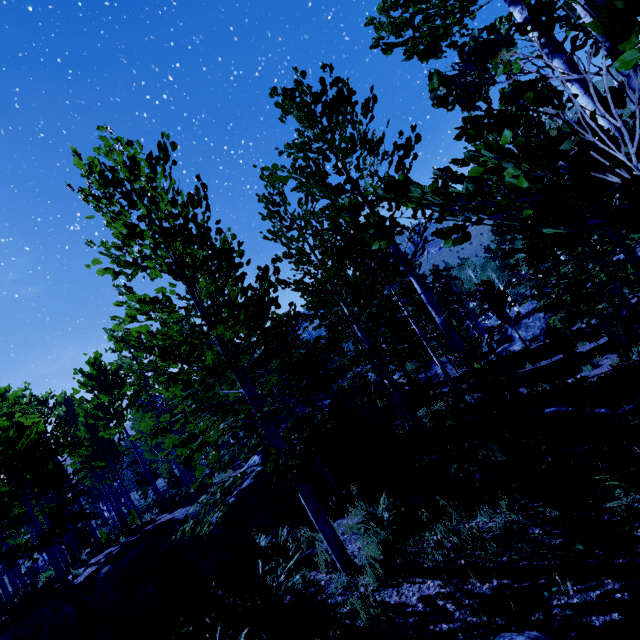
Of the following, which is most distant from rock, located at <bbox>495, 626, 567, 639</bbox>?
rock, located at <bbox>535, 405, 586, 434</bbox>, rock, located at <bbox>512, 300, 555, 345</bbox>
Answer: rock, located at <bbox>512, 300, 555, 345</bbox>

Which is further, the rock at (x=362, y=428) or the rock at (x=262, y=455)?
the rock at (x=362, y=428)

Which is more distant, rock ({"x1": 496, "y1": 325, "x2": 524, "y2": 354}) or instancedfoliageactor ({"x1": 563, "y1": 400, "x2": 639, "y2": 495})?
rock ({"x1": 496, "y1": 325, "x2": 524, "y2": 354})

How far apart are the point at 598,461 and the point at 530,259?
13.88m

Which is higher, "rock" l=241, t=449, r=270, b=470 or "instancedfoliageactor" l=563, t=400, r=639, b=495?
"rock" l=241, t=449, r=270, b=470

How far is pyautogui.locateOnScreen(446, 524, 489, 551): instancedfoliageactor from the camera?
4.4 meters

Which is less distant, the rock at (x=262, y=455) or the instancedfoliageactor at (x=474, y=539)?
the instancedfoliageactor at (x=474, y=539)

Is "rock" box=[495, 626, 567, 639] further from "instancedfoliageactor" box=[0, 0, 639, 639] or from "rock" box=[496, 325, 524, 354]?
"rock" box=[496, 325, 524, 354]
